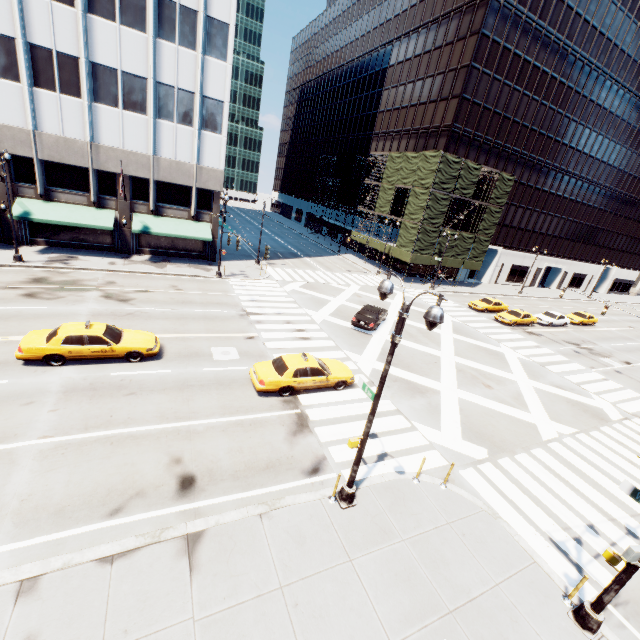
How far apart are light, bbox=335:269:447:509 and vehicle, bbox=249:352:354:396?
5.2m

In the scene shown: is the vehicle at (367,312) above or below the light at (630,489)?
below

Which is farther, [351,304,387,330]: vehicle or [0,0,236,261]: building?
[351,304,387,330]: vehicle

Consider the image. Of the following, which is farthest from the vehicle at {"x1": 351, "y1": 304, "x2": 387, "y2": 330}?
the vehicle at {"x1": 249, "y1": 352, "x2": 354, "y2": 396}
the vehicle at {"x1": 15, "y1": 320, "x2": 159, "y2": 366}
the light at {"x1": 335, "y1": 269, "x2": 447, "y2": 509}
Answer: the light at {"x1": 335, "y1": 269, "x2": 447, "y2": 509}

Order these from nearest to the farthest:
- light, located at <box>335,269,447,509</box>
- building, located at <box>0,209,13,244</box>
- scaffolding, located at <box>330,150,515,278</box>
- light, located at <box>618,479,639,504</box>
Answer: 1. light, located at <box>335,269,447,509</box>
2. light, located at <box>618,479,639,504</box>
3. building, located at <box>0,209,13,244</box>
4. scaffolding, located at <box>330,150,515,278</box>

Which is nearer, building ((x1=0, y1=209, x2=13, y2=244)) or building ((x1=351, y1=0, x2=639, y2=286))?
building ((x1=0, y1=209, x2=13, y2=244))

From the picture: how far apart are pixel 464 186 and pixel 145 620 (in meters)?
45.38

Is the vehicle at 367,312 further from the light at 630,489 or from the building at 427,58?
the building at 427,58
